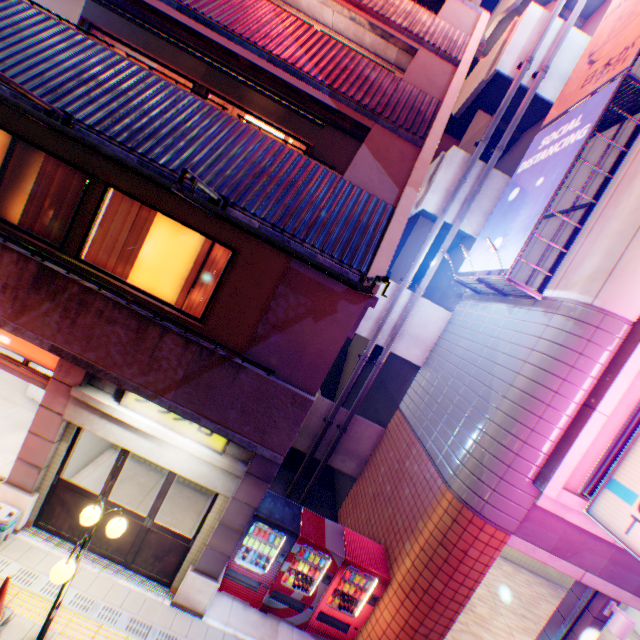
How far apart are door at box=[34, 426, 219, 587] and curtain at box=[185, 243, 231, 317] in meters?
2.8 m

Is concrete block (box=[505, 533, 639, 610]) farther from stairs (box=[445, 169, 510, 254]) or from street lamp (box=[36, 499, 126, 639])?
stairs (box=[445, 169, 510, 254])

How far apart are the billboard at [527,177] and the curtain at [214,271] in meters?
5.7

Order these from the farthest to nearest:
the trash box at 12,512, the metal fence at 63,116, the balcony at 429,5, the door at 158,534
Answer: the balcony at 429,5 < the door at 158,534 < the trash box at 12,512 < the metal fence at 63,116

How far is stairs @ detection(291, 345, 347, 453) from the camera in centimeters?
1114cm

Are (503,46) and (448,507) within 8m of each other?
no

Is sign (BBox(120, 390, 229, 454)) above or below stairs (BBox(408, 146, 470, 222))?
below

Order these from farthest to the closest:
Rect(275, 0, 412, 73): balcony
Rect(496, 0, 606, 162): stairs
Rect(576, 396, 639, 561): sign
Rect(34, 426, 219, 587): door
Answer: Rect(496, 0, 606, 162): stairs
Rect(275, 0, 412, 73): balcony
Rect(34, 426, 219, 587): door
Rect(576, 396, 639, 561): sign
